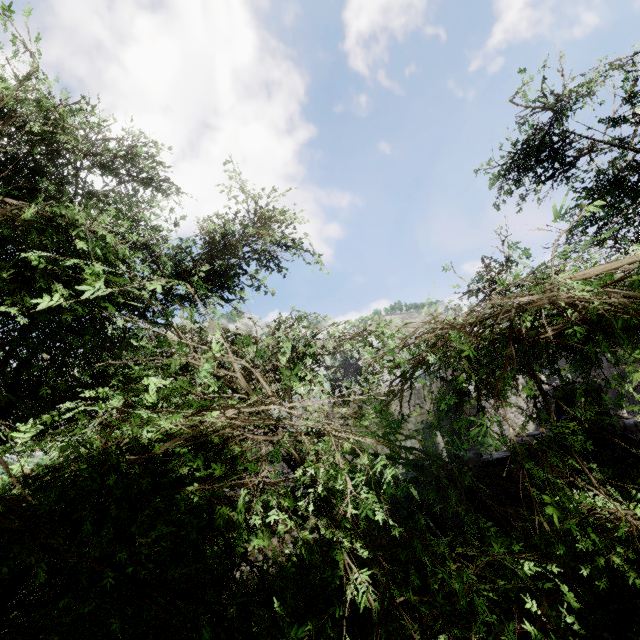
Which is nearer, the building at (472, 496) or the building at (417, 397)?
the building at (472, 496)

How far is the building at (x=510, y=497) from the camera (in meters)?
7.30

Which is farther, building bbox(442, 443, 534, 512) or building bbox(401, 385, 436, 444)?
building bbox(401, 385, 436, 444)

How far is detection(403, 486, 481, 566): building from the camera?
7.08m

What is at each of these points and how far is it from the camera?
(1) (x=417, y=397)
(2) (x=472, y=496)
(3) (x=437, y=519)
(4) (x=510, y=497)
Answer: Answer:
(1) building, 27.2m
(2) building, 7.3m
(3) building, 7.2m
(4) building, 7.3m
